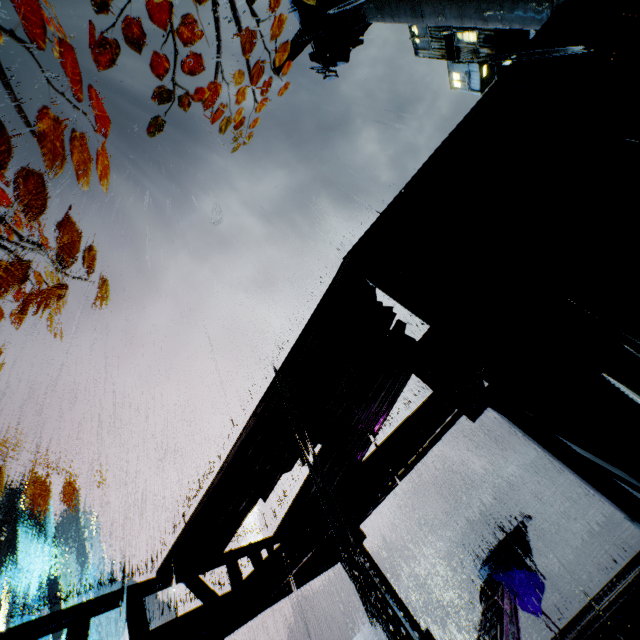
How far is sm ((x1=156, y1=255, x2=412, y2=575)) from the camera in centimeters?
605cm

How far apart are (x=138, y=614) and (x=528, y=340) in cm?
750

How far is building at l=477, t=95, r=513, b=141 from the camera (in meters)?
6.32

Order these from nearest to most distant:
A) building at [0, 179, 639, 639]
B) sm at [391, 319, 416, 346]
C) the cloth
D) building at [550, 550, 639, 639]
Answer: building at [0, 179, 639, 639], building at [550, 550, 639, 639], sm at [391, 319, 416, 346], the cloth

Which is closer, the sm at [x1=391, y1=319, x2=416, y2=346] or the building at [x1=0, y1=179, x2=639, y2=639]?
the building at [x1=0, y1=179, x2=639, y2=639]

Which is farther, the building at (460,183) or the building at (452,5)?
the building at (452,5)

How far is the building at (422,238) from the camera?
6.2m
